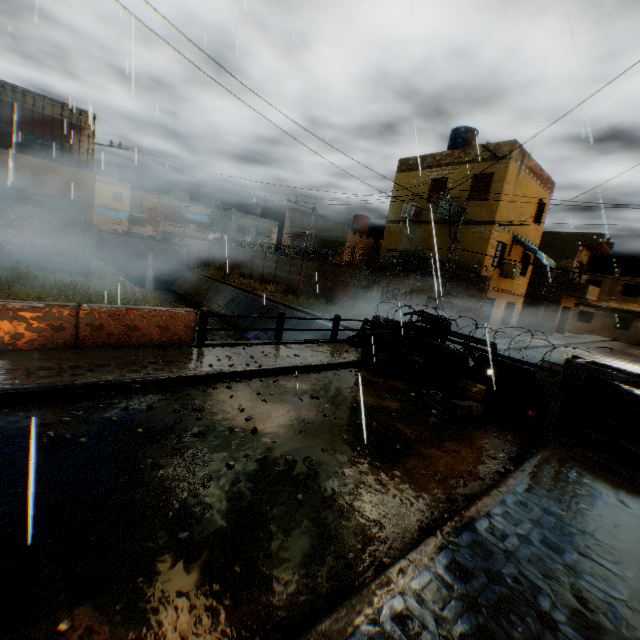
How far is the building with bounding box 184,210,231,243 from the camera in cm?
4250

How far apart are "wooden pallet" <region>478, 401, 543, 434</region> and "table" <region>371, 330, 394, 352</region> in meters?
3.2

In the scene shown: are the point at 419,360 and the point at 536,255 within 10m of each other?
no

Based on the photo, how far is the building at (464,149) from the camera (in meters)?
16.39

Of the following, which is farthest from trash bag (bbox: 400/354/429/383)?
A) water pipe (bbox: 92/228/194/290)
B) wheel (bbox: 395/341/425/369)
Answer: water pipe (bbox: 92/228/194/290)

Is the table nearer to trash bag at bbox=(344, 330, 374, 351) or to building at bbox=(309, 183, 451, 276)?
trash bag at bbox=(344, 330, 374, 351)

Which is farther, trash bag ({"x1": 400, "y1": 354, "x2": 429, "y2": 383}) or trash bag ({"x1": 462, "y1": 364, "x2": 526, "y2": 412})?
trash bag ({"x1": 400, "y1": 354, "x2": 429, "y2": 383})

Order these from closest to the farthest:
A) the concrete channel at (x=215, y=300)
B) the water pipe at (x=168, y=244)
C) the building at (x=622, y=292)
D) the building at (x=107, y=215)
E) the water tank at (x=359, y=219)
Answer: the building at (x=107, y=215) < the concrete channel at (x=215, y=300) < the building at (x=622, y=292) < the water tank at (x=359, y=219) < the water pipe at (x=168, y=244)
